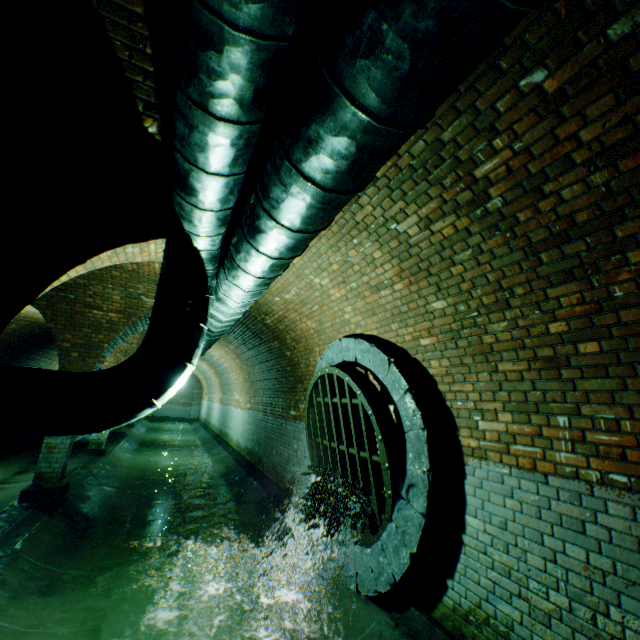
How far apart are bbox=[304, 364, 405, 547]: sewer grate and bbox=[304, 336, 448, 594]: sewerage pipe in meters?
0.0 m

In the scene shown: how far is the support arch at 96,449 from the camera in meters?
10.5

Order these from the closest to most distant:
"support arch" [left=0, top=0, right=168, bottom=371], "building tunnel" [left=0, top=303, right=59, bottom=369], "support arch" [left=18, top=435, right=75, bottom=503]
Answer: "support arch" [left=0, top=0, right=168, bottom=371] → "support arch" [left=18, top=435, right=75, bottom=503] → "building tunnel" [left=0, top=303, right=59, bottom=369]

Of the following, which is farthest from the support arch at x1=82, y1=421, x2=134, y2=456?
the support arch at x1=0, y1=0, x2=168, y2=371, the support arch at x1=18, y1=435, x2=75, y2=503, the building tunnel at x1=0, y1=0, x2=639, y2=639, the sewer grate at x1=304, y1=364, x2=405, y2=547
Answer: the sewer grate at x1=304, y1=364, x2=405, y2=547

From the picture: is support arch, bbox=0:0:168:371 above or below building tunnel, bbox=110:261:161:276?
below

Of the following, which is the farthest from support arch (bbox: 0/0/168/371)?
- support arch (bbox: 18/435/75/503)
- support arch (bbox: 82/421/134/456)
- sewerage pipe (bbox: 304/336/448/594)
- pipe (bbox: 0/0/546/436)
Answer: support arch (bbox: 82/421/134/456)

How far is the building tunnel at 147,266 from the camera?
5.6 meters

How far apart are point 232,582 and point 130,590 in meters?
1.4
